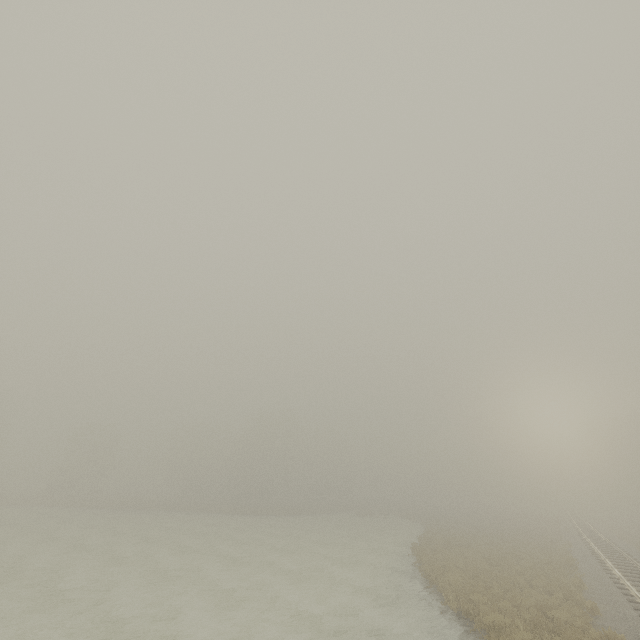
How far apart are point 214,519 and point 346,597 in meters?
32.0
